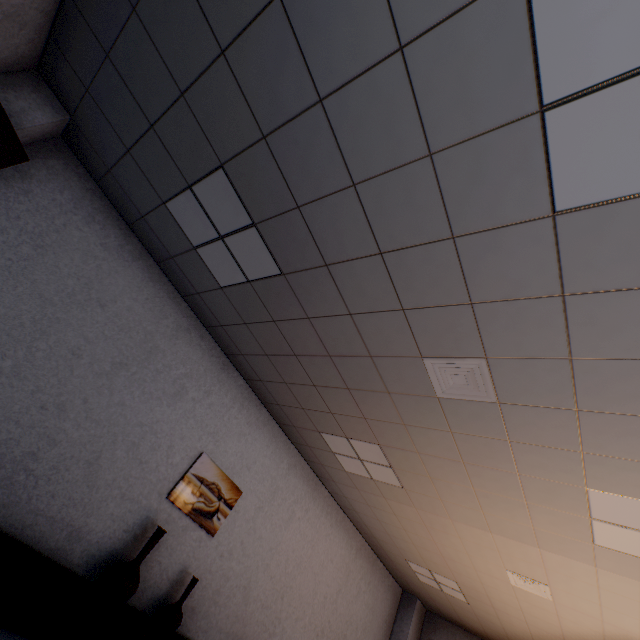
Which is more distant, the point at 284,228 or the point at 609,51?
the point at 284,228

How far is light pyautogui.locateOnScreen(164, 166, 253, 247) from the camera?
2.64m

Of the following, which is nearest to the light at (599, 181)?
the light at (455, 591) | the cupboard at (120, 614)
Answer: the cupboard at (120, 614)

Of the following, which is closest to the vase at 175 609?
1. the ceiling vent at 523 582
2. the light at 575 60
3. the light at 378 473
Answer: the light at 378 473

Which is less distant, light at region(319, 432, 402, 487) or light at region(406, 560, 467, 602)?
light at region(319, 432, 402, 487)

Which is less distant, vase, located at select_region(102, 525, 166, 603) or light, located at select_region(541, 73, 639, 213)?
light, located at select_region(541, 73, 639, 213)

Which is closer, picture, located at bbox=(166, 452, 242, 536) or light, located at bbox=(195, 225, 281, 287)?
light, located at bbox=(195, 225, 281, 287)

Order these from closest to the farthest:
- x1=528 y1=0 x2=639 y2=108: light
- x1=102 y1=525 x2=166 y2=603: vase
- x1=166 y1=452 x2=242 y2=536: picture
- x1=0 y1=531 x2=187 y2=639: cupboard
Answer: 1. x1=528 y1=0 x2=639 y2=108: light
2. x1=0 y1=531 x2=187 y2=639: cupboard
3. x1=102 y1=525 x2=166 y2=603: vase
4. x1=166 y1=452 x2=242 y2=536: picture
